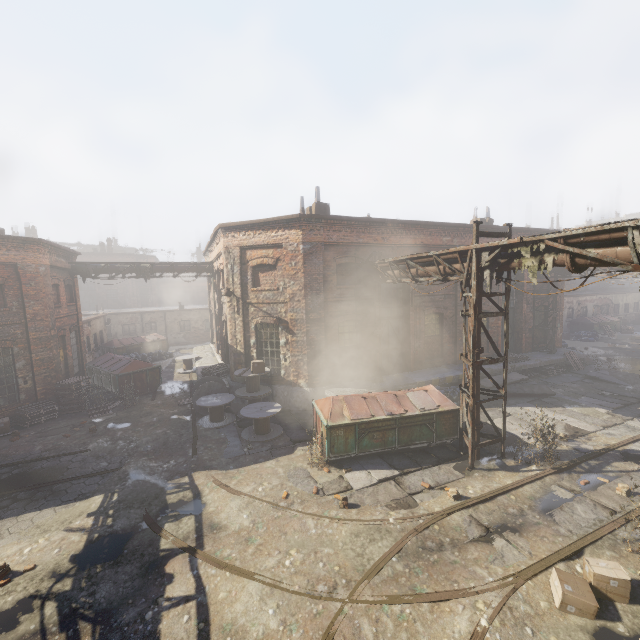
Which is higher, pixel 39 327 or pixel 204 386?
pixel 39 327

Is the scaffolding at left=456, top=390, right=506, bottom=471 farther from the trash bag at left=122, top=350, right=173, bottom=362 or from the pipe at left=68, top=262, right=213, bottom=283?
the trash bag at left=122, top=350, right=173, bottom=362

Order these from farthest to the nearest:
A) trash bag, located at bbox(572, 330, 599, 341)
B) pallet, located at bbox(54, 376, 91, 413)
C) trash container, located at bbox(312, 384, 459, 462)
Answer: trash bag, located at bbox(572, 330, 599, 341)
pallet, located at bbox(54, 376, 91, 413)
trash container, located at bbox(312, 384, 459, 462)

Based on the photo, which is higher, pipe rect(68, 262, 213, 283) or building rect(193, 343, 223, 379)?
pipe rect(68, 262, 213, 283)

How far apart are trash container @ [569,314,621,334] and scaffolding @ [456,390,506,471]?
27.85m

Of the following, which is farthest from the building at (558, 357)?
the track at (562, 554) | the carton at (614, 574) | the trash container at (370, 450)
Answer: the carton at (614, 574)

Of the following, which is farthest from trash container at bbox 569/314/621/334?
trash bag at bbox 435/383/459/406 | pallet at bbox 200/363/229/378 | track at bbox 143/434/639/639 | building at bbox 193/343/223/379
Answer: pallet at bbox 200/363/229/378

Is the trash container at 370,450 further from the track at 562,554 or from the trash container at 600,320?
the trash container at 600,320
